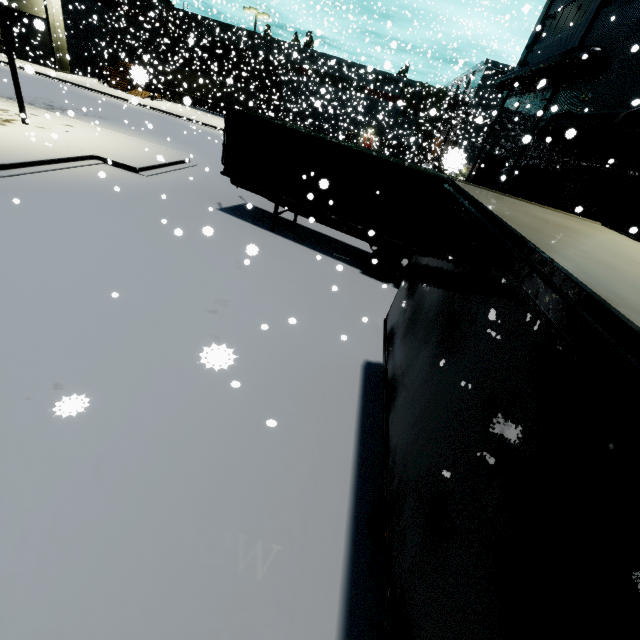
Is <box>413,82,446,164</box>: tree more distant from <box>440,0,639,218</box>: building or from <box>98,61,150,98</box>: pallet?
<box>98,61,150,98</box>: pallet

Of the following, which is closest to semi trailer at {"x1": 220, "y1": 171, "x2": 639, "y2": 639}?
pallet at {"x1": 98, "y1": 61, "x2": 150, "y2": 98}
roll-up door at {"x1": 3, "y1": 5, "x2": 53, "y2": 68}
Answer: roll-up door at {"x1": 3, "y1": 5, "x2": 53, "y2": 68}

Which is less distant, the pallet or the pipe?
the pallet

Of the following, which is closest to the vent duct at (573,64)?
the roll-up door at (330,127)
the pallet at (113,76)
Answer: the roll-up door at (330,127)

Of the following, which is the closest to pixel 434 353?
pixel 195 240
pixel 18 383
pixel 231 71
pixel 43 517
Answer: pixel 43 517

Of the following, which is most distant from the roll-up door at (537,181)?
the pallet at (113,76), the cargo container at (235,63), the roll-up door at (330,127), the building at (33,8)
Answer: the roll-up door at (330,127)

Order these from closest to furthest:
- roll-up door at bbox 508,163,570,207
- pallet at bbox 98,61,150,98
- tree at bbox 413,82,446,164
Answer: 1. pallet at bbox 98,61,150,98
2. roll-up door at bbox 508,163,570,207
3. tree at bbox 413,82,446,164

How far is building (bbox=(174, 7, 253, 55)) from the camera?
45.6m
